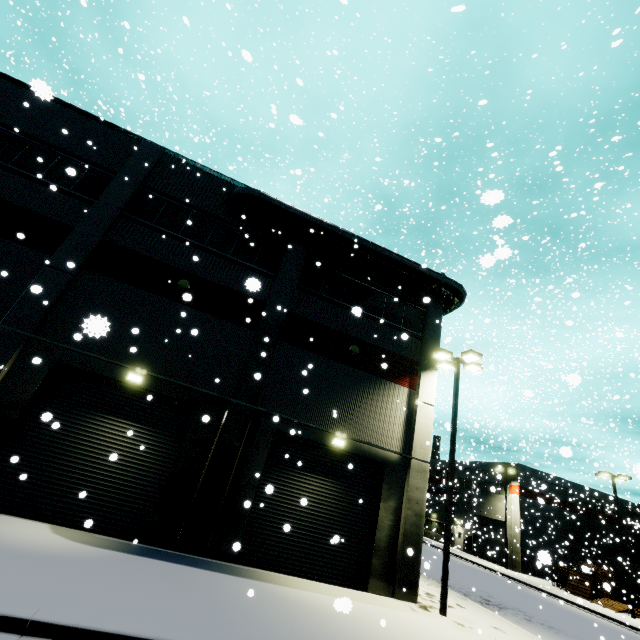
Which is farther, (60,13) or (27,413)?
(60,13)

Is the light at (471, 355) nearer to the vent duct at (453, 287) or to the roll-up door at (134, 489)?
the roll-up door at (134, 489)

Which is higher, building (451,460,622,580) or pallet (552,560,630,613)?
building (451,460,622,580)

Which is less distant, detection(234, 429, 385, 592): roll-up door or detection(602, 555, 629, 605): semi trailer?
detection(234, 429, 385, 592): roll-up door

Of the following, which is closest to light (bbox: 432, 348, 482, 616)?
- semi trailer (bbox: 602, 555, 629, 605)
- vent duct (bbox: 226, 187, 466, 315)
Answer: semi trailer (bbox: 602, 555, 629, 605)

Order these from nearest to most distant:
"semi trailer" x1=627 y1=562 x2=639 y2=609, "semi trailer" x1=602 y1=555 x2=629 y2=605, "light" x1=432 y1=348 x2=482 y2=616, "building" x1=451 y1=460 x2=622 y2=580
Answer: "light" x1=432 y1=348 x2=482 y2=616, "semi trailer" x1=627 y1=562 x2=639 y2=609, "semi trailer" x1=602 y1=555 x2=629 y2=605, "building" x1=451 y1=460 x2=622 y2=580

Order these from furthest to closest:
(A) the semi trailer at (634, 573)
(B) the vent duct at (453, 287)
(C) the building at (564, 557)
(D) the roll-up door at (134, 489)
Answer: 1. (C) the building at (564, 557)
2. (A) the semi trailer at (634, 573)
3. (B) the vent duct at (453, 287)
4. (D) the roll-up door at (134, 489)

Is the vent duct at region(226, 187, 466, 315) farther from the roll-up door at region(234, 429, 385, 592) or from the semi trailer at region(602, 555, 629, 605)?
the roll-up door at region(234, 429, 385, 592)
